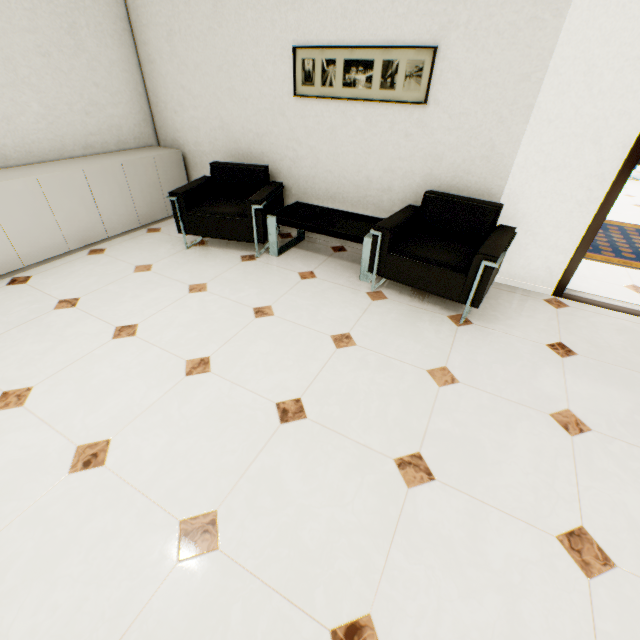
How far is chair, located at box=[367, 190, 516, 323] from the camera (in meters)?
2.50

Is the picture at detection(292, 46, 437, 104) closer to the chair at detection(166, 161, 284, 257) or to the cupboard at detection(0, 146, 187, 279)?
the chair at detection(166, 161, 284, 257)

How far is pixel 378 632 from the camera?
1.16m

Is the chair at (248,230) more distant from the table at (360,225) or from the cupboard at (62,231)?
the cupboard at (62,231)

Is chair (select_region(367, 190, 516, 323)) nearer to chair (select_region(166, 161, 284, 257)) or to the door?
the door

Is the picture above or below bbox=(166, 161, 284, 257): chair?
above

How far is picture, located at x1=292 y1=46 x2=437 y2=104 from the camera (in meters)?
2.69

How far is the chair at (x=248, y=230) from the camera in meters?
3.3 m
